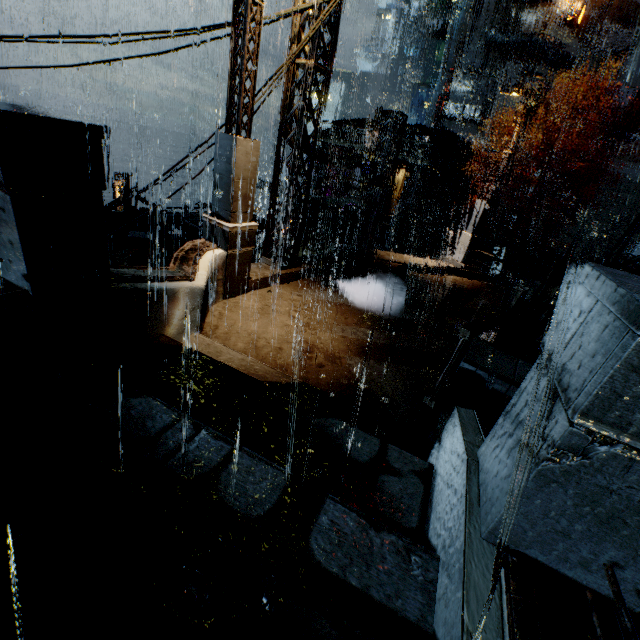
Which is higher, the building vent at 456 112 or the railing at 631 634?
the building vent at 456 112

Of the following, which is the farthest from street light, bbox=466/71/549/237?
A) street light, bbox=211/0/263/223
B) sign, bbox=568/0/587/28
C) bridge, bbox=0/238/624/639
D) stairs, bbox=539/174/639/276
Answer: sign, bbox=568/0/587/28

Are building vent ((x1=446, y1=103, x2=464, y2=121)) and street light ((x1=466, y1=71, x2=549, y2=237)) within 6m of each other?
no

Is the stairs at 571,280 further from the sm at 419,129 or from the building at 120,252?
the sm at 419,129

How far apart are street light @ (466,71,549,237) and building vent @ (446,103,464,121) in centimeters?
3649cm

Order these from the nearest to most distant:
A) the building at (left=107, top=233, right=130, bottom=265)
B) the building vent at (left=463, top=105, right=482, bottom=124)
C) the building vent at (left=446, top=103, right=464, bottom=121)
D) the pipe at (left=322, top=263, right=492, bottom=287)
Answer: the pipe at (left=322, top=263, right=492, bottom=287)
the building at (left=107, top=233, right=130, bottom=265)
the building vent at (left=463, top=105, right=482, bottom=124)
the building vent at (left=446, top=103, right=464, bottom=121)

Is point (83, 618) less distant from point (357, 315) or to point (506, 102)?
point (357, 315)

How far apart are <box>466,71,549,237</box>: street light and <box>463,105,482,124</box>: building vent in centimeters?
3559cm
